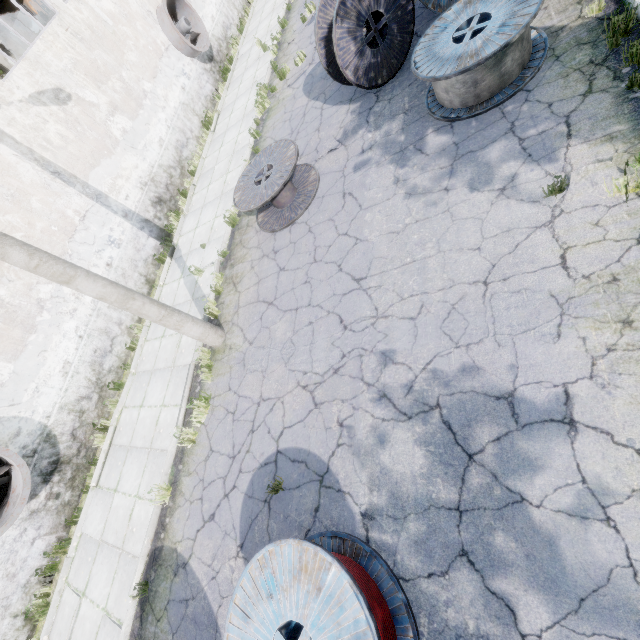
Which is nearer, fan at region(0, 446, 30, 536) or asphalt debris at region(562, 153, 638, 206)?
asphalt debris at region(562, 153, 638, 206)

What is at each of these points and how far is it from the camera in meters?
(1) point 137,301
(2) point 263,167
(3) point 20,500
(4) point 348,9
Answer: (1) lamp post, 6.1 m
(2) wire spool, 7.9 m
(3) fan, 7.1 m
(4) wire spool, 6.5 m

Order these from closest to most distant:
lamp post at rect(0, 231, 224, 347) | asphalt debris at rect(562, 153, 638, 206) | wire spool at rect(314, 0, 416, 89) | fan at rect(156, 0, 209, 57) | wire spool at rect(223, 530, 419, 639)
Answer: wire spool at rect(223, 530, 419, 639)
asphalt debris at rect(562, 153, 638, 206)
lamp post at rect(0, 231, 224, 347)
wire spool at rect(314, 0, 416, 89)
fan at rect(156, 0, 209, 57)

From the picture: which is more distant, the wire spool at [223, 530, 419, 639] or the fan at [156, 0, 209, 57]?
the fan at [156, 0, 209, 57]

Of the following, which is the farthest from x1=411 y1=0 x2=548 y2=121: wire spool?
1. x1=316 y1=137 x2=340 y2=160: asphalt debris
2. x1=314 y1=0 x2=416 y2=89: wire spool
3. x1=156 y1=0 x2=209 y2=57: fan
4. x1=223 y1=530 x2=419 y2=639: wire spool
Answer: x1=156 y1=0 x2=209 y2=57: fan

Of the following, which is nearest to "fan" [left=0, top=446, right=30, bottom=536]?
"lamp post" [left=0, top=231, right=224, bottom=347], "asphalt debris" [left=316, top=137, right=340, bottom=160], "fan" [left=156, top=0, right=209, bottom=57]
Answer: "lamp post" [left=0, top=231, right=224, bottom=347]

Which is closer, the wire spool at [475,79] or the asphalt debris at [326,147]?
the wire spool at [475,79]

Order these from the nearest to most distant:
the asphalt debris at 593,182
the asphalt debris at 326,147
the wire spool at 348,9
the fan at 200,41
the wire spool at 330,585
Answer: the wire spool at 330,585 → the asphalt debris at 593,182 → the wire spool at 348,9 → the asphalt debris at 326,147 → the fan at 200,41
